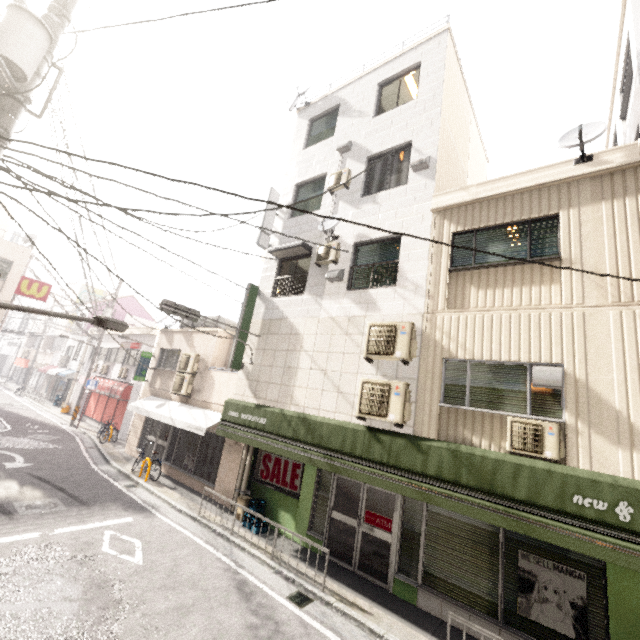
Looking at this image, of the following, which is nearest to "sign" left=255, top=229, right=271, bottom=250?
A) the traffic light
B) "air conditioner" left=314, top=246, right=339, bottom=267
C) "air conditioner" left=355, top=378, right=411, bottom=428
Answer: "air conditioner" left=314, top=246, right=339, bottom=267

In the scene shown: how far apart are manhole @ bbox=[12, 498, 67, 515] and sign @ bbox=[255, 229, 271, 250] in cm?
921

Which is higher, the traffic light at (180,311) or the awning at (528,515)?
the traffic light at (180,311)

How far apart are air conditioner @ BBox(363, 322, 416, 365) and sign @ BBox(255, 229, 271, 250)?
5.3 meters

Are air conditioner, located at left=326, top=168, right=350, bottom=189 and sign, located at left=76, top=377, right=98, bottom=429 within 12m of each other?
no

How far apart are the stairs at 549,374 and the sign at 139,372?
15.8m

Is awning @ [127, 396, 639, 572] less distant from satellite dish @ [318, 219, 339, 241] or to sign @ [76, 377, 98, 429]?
satellite dish @ [318, 219, 339, 241]

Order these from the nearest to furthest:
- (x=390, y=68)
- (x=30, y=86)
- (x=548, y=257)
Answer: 1. (x=30, y=86)
2. (x=548, y=257)
3. (x=390, y=68)
